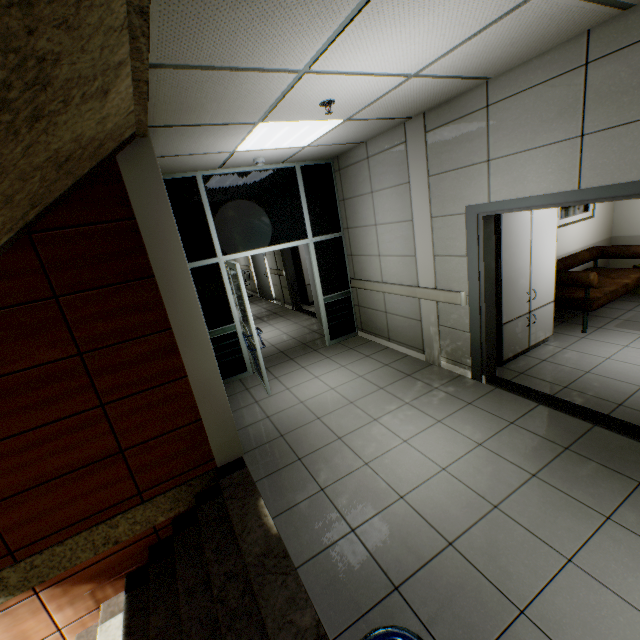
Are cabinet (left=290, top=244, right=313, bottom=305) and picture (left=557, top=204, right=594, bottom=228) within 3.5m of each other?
no

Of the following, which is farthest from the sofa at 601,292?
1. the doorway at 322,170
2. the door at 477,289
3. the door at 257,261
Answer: the door at 257,261

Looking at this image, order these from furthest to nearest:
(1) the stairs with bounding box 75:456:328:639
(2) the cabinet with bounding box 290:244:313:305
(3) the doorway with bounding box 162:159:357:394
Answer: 1. (2) the cabinet with bounding box 290:244:313:305
2. (3) the doorway with bounding box 162:159:357:394
3. (1) the stairs with bounding box 75:456:328:639

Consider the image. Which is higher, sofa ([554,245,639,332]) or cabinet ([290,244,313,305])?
cabinet ([290,244,313,305])

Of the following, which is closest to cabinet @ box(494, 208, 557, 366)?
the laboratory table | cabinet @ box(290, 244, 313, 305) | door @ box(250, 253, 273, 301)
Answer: the laboratory table

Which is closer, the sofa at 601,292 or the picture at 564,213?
the sofa at 601,292

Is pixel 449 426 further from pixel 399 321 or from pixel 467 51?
pixel 467 51

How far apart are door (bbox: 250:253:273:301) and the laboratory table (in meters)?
7.61
